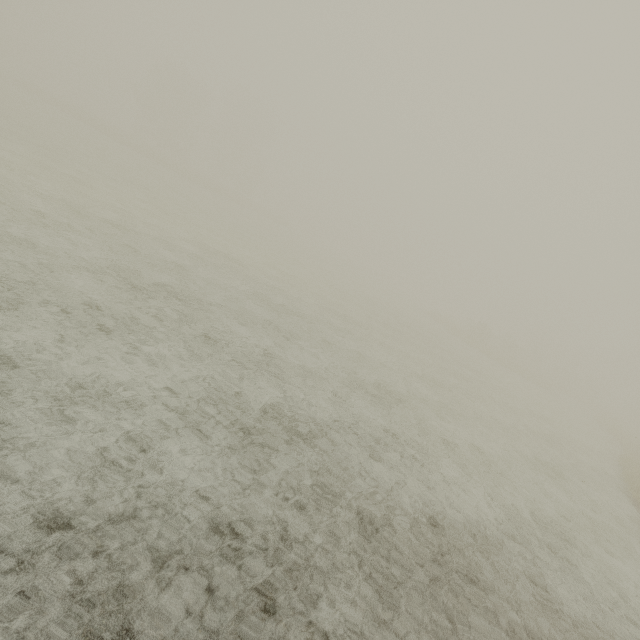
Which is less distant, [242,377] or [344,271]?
[242,377]

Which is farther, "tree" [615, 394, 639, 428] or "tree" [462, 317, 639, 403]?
"tree" [615, 394, 639, 428]

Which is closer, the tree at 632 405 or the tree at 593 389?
the tree at 593 389
